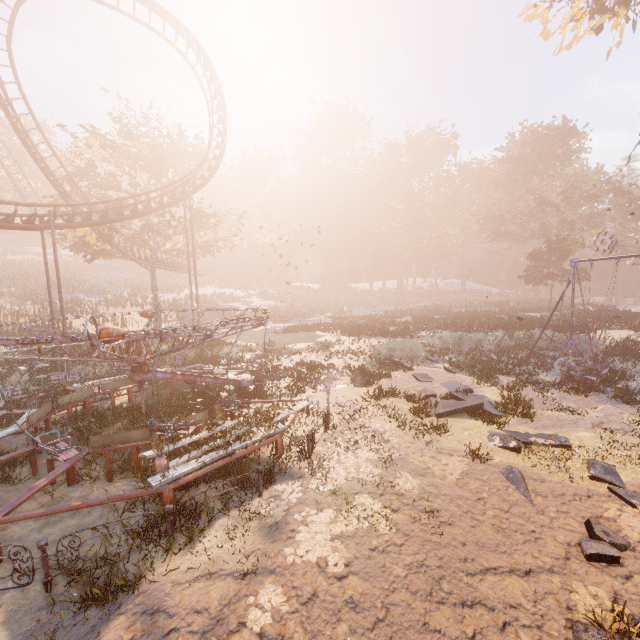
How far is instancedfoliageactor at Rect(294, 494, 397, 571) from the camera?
5.82m

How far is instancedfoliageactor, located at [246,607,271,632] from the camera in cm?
468

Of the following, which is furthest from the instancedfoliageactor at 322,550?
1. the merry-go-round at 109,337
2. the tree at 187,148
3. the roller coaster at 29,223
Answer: the tree at 187,148

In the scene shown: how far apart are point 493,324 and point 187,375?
25.3m

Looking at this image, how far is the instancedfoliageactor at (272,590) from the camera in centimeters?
495cm

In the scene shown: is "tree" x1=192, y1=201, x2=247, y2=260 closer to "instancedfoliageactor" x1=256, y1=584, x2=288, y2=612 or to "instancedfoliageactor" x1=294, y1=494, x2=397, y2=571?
"instancedfoliageactor" x1=294, y1=494, x2=397, y2=571

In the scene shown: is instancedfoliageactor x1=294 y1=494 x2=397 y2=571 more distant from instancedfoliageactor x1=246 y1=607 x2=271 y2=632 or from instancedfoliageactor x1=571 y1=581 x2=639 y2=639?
instancedfoliageactor x1=571 y1=581 x2=639 y2=639

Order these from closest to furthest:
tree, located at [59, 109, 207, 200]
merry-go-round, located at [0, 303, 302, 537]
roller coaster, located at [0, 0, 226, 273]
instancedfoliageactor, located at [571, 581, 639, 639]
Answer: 1. instancedfoliageactor, located at [571, 581, 639, 639]
2. merry-go-round, located at [0, 303, 302, 537]
3. roller coaster, located at [0, 0, 226, 273]
4. tree, located at [59, 109, 207, 200]
